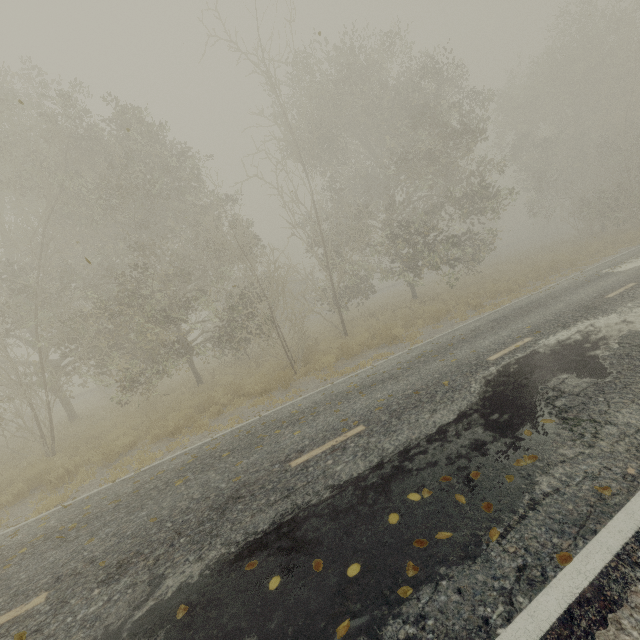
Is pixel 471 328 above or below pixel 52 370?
below
